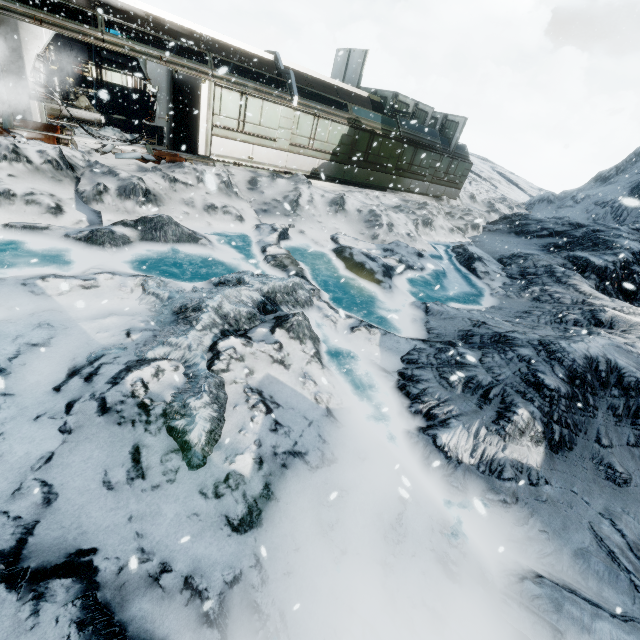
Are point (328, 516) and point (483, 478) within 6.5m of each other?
yes

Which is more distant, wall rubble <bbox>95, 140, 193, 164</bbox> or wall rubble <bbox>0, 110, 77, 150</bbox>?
wall rubble <bbox>95, 140, 193, 164</bbox>

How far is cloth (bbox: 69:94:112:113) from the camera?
16.2m

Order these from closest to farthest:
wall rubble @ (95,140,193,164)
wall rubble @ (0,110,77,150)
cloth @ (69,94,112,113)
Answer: wall rubble @ (0,110,77,150)
wall rubble @ (95,140,193,164)
cloth @ (69,94,112,113)

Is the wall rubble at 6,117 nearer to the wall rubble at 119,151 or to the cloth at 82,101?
the wall rubble at 119,151

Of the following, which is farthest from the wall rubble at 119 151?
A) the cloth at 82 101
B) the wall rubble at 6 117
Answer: the cloth at 82 101

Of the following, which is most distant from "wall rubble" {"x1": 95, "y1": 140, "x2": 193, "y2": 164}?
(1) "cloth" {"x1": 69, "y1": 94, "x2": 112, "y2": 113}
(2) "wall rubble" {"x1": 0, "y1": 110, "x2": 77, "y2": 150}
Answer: (1) "cloth" {"x1": 69, "y1": 94, "x2": 112, "y2": 113}
